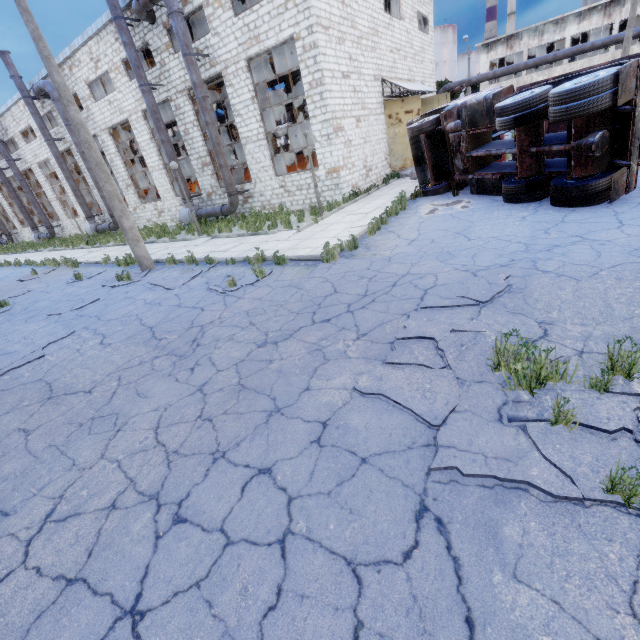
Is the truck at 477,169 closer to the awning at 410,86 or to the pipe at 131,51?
the awning at 410,86

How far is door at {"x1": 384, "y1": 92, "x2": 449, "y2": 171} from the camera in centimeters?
1909cm

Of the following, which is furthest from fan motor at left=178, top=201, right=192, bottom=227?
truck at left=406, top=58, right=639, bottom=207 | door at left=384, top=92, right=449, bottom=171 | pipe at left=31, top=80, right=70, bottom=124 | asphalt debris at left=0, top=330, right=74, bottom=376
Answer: asphalt debris at left=0, top=330, right=74, bottom=376

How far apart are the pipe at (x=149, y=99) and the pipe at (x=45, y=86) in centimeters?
880cm

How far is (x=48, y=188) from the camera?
30.67m

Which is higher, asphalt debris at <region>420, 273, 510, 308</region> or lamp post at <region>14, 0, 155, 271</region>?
lamp post at <region>14, 0, 155, 271</region>

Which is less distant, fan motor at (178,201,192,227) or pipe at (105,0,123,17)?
pipe at (105,0,123,17)

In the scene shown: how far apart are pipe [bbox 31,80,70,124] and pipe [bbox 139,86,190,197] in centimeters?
880cm
